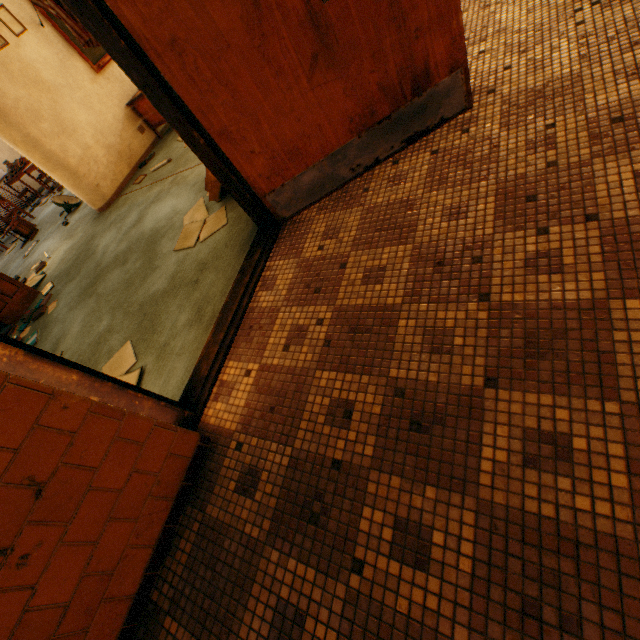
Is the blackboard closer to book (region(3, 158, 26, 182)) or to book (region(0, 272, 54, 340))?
book (region(0, 272, 54, 340))

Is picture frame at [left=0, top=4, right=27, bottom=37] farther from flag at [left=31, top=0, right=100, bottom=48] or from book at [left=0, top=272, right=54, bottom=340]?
book at [left=0, top=272, right=54, bottom=340]

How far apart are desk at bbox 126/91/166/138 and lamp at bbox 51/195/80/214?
2.21m

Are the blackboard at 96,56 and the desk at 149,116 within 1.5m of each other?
yes

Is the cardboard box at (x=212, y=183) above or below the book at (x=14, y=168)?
below

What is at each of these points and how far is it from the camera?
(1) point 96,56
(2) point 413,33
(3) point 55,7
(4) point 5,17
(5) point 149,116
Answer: (1) blackboard, 5.21m
(2) door, 1.75m
(3) flag, 4.32m
(4) picture frame, 4.30m
(5) desk, 5.73m

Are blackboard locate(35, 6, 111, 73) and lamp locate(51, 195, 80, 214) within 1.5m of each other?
no

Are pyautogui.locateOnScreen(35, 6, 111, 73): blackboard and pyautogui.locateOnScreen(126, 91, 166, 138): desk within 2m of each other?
yes
